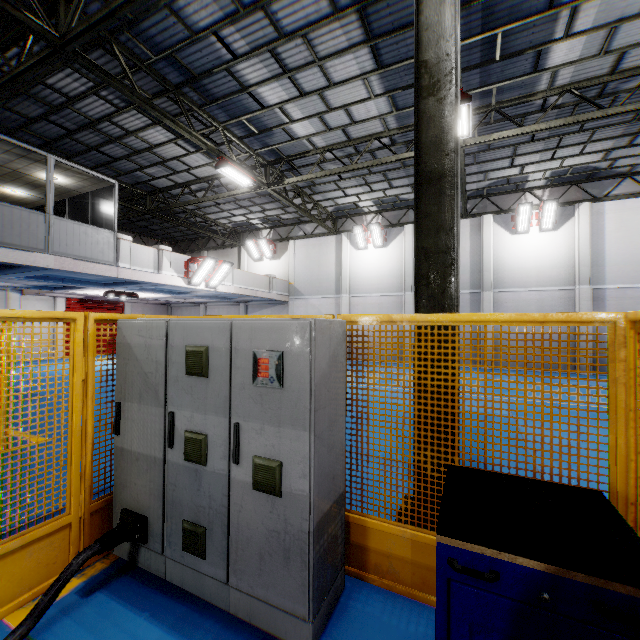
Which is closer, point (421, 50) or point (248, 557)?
point (248, 557)

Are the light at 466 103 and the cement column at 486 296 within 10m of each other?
yes

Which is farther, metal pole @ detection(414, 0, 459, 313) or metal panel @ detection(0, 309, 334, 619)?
metal pole @ detection(414, 0, 459, 313)

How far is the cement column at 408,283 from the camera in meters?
18.2 m

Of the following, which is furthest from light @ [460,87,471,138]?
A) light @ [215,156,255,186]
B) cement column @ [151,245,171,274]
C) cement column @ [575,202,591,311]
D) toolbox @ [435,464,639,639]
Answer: cement column @ [151,245,171,274]

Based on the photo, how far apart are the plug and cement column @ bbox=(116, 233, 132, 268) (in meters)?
10.68

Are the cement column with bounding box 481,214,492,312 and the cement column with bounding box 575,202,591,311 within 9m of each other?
yes

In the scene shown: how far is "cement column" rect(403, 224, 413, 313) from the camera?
18.22m
